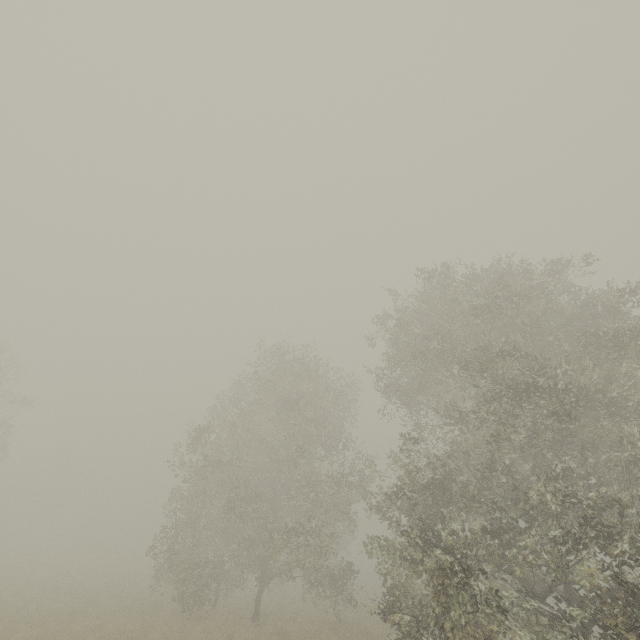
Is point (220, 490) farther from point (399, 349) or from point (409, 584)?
point (399, 349)
